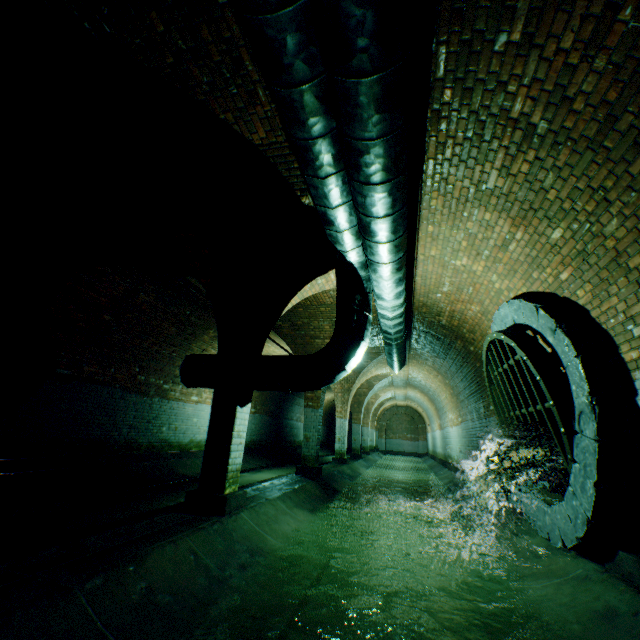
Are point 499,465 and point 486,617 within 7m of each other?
yes

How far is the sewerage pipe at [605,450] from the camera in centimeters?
318cm

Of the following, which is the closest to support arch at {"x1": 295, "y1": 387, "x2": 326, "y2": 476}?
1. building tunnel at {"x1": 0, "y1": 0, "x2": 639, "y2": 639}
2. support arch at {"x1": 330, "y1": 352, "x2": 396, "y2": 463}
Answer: building tunnel at {"x1": 0, "y1": 0, "x2": 639, "y2": 639}

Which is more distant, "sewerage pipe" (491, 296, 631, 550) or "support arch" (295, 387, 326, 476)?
"support arch" (295, 387, 326, 476)

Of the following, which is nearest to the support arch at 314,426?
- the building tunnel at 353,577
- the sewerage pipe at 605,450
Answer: the building tunnel at 353,577

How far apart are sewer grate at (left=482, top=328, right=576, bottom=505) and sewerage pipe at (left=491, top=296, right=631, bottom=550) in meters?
0.0 m

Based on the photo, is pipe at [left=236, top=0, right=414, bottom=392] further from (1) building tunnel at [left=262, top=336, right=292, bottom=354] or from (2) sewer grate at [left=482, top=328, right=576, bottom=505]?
(2) sewer grate at [left=482, top=328, right=576, bottom=505]

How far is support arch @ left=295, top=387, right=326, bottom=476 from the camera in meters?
8.9
